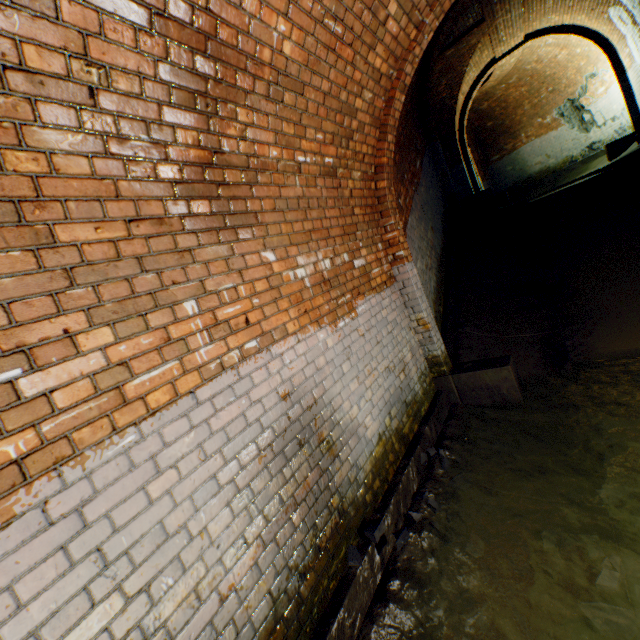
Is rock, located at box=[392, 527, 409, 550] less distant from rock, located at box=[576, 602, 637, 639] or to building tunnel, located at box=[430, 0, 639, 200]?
building tunnel, located at box=[430, 0, 639, 200]

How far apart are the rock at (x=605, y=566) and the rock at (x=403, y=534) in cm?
121

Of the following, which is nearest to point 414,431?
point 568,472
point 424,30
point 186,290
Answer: point 568,472

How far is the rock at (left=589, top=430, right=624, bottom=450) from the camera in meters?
3.1

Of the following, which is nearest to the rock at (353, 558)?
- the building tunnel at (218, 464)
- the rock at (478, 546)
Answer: the building tunnel at (218, 464)

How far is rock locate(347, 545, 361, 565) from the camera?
2.24m

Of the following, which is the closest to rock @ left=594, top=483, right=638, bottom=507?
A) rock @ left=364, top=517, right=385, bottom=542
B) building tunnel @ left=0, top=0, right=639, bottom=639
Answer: building tunnel @ left=0, top=0, right=639, bottom=639

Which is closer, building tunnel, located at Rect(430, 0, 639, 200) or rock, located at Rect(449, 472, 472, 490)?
rock, located at Rect(449, 472, 472, 490)
